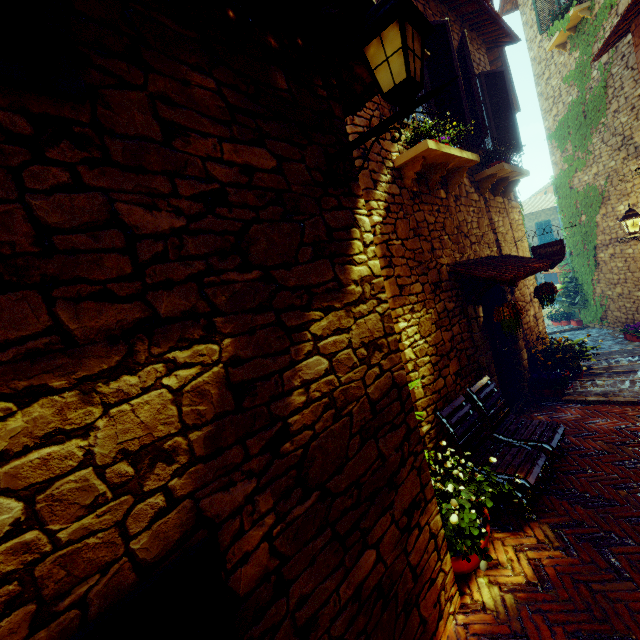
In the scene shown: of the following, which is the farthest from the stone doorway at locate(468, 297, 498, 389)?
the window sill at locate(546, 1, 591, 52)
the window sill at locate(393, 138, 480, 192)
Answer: the window sill at locate(546, 1, 591, 52)

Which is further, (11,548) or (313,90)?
(313,90)

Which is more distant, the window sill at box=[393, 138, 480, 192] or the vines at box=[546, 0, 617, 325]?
the vines at box=[546, 0, 617, 325]

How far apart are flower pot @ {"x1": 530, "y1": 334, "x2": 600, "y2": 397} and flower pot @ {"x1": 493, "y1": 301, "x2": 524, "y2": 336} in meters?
1.2

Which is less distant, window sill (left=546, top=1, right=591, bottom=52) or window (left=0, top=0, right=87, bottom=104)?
window (left=0, top=0, right=87, bottom=104)

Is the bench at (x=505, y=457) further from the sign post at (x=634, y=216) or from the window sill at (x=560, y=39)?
the window sill at (x=560, y=39)

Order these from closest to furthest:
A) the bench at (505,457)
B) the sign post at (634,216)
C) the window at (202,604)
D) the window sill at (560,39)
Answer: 1. the window at (202,604)
2. the bench at (505,457)
3. the sign post at (634,216)
4. the window sill at (560,39)

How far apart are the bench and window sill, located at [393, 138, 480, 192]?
2.83m
